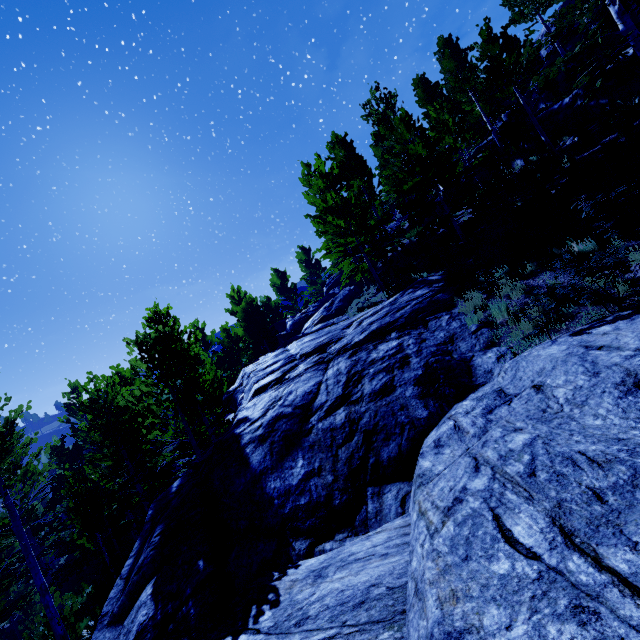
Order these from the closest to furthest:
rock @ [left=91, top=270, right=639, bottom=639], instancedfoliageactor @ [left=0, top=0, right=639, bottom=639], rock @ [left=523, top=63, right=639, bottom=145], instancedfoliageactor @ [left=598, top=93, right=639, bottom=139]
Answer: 1. rock @ [left=91, top=270, right=639, bottom=639]
2. instancedfoliageactor @ [left=0, top=0, right=639, bottom=639]
3. instancedfoliageactor @ [left=598, top=93, right=639, bottom=139]
4. rock @ [left=523, top=63, right=639, bottom=145]

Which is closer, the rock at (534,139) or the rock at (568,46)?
the rock at (534,139)

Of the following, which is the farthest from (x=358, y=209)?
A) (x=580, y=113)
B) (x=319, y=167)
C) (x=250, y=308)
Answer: (x=580, y=113)

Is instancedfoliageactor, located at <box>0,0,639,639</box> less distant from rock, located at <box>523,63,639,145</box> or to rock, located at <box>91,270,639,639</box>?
rock, located at <box>91,270,639,639</box>

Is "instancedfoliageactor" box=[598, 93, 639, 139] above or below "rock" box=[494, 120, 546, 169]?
below

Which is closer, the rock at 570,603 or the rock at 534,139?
the rock at 570,603

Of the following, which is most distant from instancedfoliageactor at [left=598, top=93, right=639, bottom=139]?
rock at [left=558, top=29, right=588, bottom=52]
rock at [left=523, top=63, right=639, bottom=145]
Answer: rock at [left=523, top=63, right=639, bottom=145]

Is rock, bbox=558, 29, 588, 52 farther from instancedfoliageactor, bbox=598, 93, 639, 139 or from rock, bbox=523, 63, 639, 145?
rock, bbox=523, 63, 639, 145
